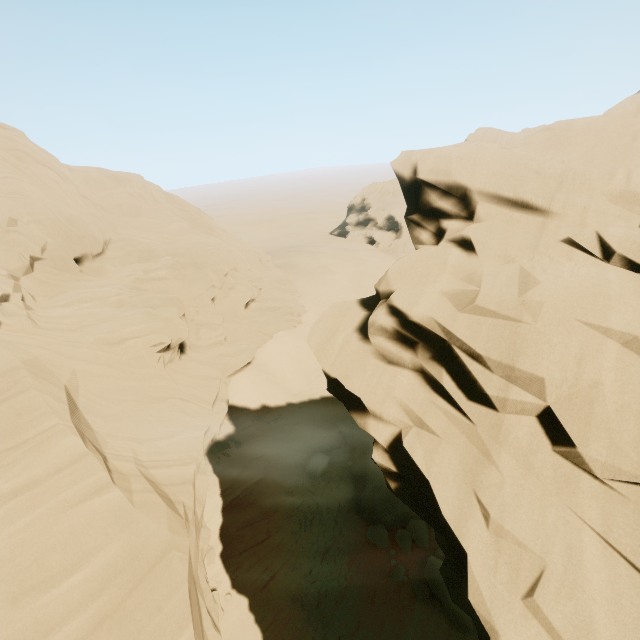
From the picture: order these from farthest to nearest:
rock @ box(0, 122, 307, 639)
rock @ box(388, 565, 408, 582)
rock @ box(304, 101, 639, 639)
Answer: rock @ box(388, 565, 408, 582) → rock @ box(0, 122, 307, 639) → rock @ box(304, 101, 639, 639)

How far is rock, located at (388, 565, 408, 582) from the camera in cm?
1435

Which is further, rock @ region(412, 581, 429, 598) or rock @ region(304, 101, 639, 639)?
rock @ region(412, 581, 429, 598)

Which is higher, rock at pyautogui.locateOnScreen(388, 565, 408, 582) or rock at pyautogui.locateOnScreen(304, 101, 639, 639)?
rock at pyautogui.locateOnScreen(304, 101, 639, 639)

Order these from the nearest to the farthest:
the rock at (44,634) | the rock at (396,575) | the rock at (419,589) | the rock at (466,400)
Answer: the rock at (466,400) < the rock at (44,634) < the rock at (419,589) < the rock at (396,575)

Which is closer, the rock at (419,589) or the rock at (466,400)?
the rock at (466,400)

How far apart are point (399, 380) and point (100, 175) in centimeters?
3757cm
